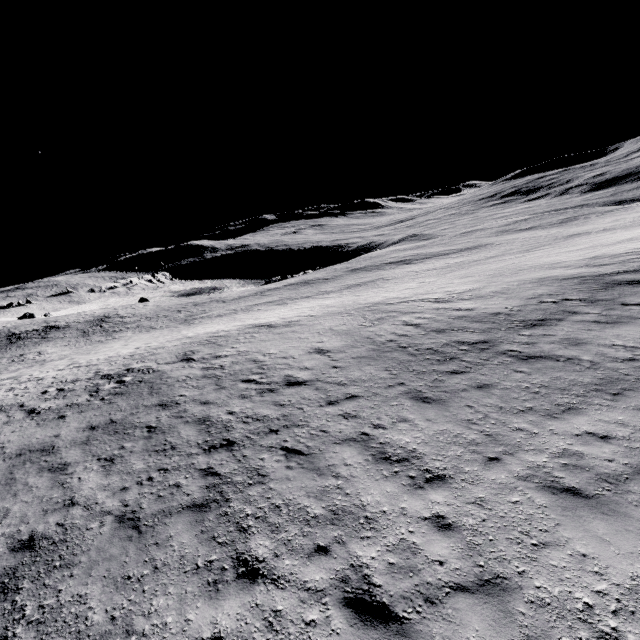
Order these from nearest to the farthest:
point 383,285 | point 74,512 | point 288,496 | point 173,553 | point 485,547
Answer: point 485,547
point 173,553
point 288,496
point 74,512
point 383,285
